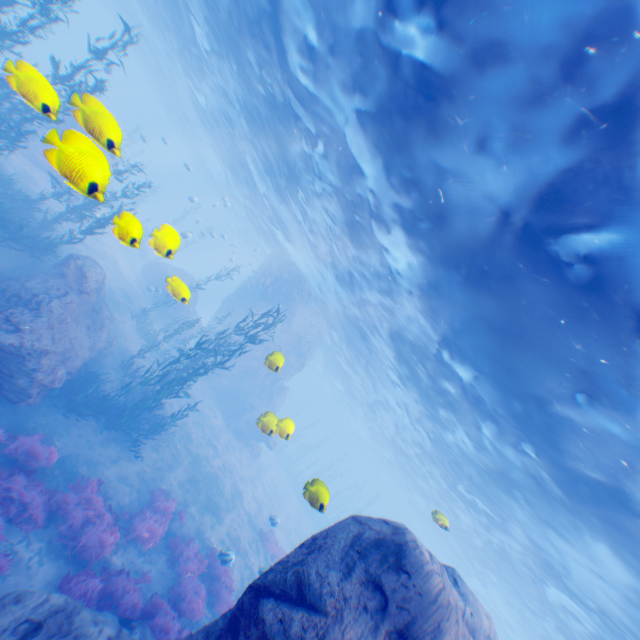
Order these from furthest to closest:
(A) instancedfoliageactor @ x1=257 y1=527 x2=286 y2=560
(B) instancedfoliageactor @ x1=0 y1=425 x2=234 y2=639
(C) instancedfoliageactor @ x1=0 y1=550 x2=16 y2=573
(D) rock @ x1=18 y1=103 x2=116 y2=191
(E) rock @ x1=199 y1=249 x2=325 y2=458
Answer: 1. (E) rock @ x1=199 y1=249 x2=325 y2=458
2. (A) instancedfoliageactor @ x1=257 y1=527 x2=286 y2=560
3. (B) instancedfoliageactor @ x1=0 y1=425 x2=234 y2=639
4. (C) instancedfoliageactor @ x1=0 y1=550 x2=16 y2=573
5. (D) rock @ x1=18 y1=103 x2=116 y2=191

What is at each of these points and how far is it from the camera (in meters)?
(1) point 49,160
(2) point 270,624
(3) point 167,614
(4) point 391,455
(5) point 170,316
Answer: (1) rock, 3.53
(2) rock, 4.79
(3) instancedfoliageactor, 8.93
(4) light, 42.75
(5) rock, 26.44

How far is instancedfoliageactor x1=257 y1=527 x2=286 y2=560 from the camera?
18.1m

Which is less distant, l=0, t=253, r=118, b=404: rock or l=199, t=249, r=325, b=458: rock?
l=0, t=253, r=118, b=404: rock

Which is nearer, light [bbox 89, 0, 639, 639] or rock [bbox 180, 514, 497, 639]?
rock [bbox 180, 514, 497, 639]

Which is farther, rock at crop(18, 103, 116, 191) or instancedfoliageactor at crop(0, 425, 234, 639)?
instancedfoliageactor at crop(0, 425, 234, 639)

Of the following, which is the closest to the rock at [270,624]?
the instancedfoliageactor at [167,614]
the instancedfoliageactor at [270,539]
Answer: the instancedfoliageactor at [167,614]

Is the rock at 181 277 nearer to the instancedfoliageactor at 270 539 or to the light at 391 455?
the light at 391 455
